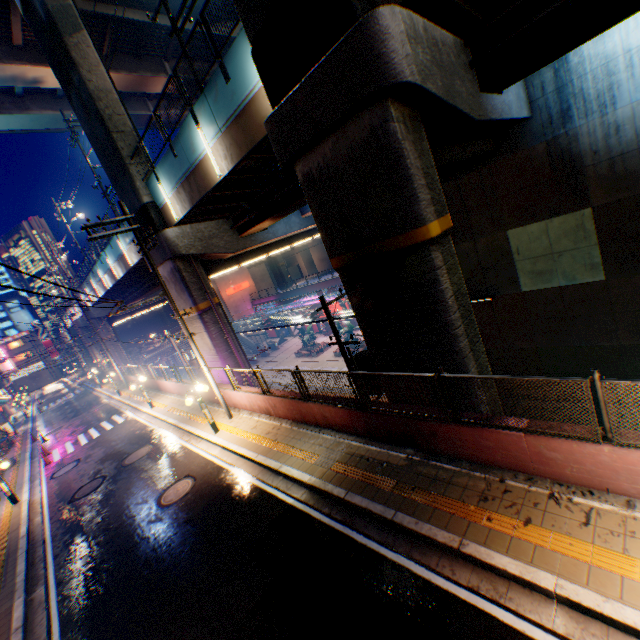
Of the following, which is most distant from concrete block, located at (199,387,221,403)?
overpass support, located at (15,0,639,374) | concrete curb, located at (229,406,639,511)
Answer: overpass support, located at (15,0,639,374)

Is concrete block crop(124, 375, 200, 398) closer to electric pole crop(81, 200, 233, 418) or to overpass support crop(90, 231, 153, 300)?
electric pole crop(81, 200, 233, 418)

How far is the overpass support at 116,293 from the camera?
22.3m

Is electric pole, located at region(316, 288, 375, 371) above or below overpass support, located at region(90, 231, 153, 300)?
below

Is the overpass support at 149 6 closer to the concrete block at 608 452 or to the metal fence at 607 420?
the metal fence at 607 420

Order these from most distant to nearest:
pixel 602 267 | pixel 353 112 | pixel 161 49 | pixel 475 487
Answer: pixel 161 49
pixel 602 267
pixel 353 112
pixel 475 487

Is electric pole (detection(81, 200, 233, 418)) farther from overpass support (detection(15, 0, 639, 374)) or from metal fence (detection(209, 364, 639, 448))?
overpass support (detection(15, 0, 639, 374))
